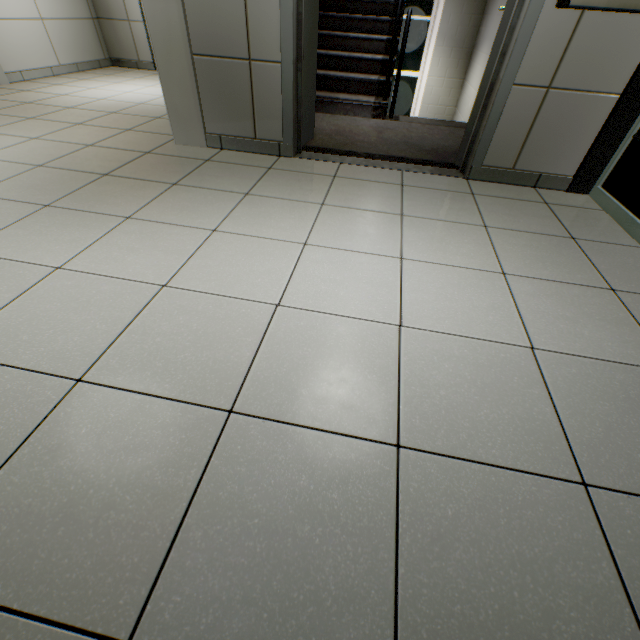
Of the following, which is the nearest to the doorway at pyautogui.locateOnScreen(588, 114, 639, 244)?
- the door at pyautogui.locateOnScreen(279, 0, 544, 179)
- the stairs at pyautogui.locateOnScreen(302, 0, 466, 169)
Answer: the stairs at pyautogui.locateOnScreen(302, 0, 466, 169)

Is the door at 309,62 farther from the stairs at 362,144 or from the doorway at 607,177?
the doorway at 607,177

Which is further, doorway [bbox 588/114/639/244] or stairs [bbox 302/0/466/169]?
stairs [bbox 302/0/466/169]

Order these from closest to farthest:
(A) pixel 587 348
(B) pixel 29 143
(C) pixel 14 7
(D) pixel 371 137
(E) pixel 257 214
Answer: (A) pixel 587 348 < (E) pixel 257 214 < (B) pixel 29 143 < (D) pixel 371 137 < (C) pixel 14 7

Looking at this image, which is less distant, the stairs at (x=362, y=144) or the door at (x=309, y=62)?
the door at (x=309, y=62)

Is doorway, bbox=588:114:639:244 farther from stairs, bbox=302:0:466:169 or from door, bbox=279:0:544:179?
door, bbox=279:0:544:179
